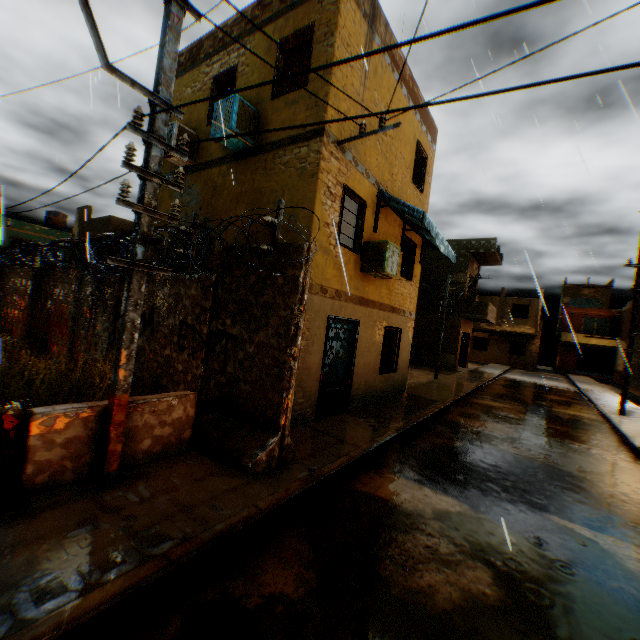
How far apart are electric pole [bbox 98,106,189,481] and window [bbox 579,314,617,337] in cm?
4341

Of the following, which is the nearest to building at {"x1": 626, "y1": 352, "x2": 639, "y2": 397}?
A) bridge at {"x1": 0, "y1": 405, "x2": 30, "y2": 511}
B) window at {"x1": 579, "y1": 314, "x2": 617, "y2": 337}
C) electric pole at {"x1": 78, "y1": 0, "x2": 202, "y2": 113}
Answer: bridge at {"x1": 0, "y1": 405, "x2": 30, "y2": 511}

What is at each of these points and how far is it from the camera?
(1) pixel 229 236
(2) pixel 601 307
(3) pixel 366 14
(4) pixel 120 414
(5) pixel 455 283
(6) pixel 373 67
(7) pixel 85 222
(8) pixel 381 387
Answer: (1) building, 8.05m
(2) building, 41.22m
(3) building, 7.42m
(4) electric pole, 3.97m
(5) building, 23.91m
(6) building, 7.91m
(7) building, 22.20m
(8) building, 10.35m

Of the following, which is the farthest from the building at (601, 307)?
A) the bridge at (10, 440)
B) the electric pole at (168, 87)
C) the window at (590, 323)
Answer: the window at (590, 323)

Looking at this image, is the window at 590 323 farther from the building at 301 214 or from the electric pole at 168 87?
the electric pole at 168 87

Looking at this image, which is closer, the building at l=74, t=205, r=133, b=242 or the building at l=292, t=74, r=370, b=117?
the building at l=292, t=74, r=370, b=117

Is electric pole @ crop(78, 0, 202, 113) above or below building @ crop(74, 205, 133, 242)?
below

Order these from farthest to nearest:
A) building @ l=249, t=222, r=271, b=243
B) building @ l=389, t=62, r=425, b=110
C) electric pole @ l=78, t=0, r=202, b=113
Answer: building @ l=389, t=62, r=425, b=110 → building @ l=249, t=222, r=271, b=243 → electric pole @ l=78, t=0, r=202, b=113
